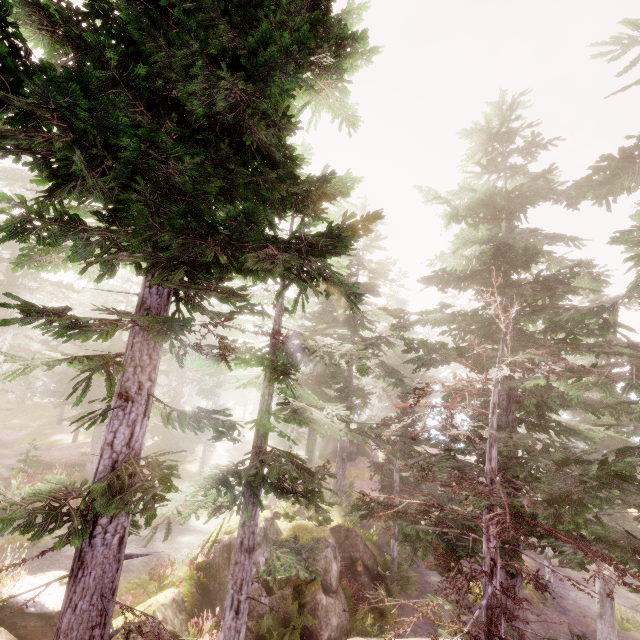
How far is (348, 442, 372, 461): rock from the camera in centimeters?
3738cm

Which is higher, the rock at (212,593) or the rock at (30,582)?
the rock at (30,582)

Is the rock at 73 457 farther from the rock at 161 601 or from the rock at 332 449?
the rock at 332 449

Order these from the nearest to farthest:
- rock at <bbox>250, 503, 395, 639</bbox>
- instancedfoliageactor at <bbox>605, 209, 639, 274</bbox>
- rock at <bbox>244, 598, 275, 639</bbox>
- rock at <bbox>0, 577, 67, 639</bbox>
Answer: instancedfoliageactor at <bbox>605, 209, 639, 274</bbox>, rock at <bbox>0, 577, 67, 639</bbox>, rock at <bbox>244, 598, 275, 639</bbox>, rock at <bbox>250, 503, 395, 639</bbox>

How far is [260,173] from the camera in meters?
5.8

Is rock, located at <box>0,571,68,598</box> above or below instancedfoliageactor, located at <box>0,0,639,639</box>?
below

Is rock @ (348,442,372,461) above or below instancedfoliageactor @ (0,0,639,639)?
below

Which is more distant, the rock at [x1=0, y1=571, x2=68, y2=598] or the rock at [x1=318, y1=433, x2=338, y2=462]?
the rock at [x1=318, y1=433, x2=338, y2=462]
